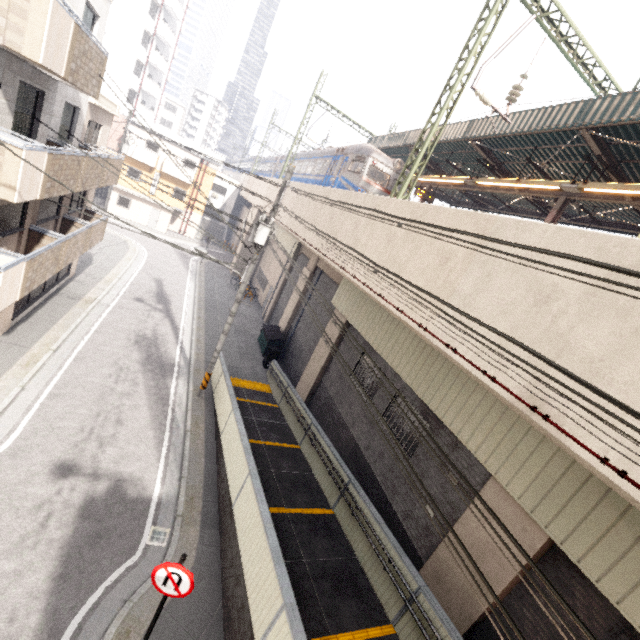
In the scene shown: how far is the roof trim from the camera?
12.39m

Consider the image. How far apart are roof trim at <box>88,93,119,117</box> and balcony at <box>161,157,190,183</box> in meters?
18.0 m

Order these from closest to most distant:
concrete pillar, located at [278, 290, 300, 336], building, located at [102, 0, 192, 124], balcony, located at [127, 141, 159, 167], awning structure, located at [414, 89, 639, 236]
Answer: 1. awning structure, located at [414, 89, 639, 236]
2. concrete pillar, located at [278, 290, 300, 336]
3. balcony, located at [127, 141, 159, 167]
4. building, located at [102, 0, 192, 124]

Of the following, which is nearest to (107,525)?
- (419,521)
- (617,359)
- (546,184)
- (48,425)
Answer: (48,425)

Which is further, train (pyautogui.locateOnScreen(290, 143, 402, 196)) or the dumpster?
the dumpster

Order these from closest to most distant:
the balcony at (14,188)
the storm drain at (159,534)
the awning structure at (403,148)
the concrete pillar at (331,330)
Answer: the balcony at (14,188) < the storm drain at (159,534) < the concrete pillar at (331,330) < the awning structure at (403,148)

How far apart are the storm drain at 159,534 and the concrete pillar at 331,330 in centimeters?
787cm

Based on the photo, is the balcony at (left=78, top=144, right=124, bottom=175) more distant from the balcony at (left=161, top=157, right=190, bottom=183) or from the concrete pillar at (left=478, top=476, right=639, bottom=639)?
the balcony at (left=161, top=157, right=190, bottom=183)
